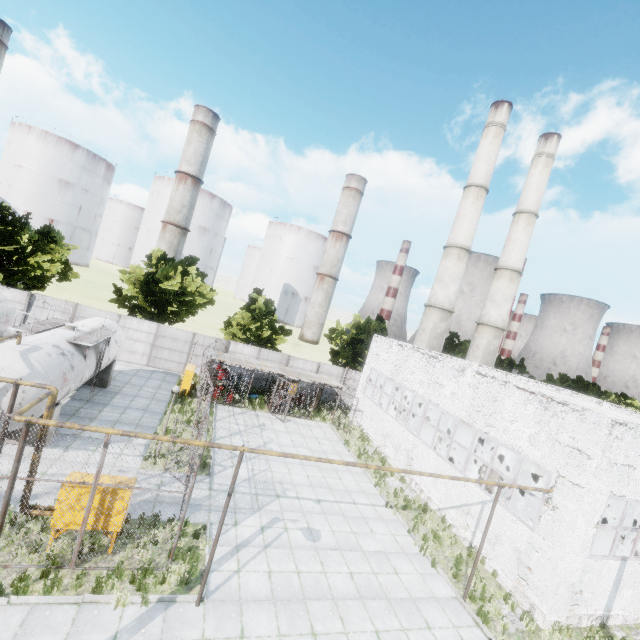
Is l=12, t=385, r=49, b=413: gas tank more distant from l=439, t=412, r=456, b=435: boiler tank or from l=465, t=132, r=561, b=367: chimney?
l=465, t=132, r=561, b=367: chimney

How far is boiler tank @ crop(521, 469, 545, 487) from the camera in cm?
1955

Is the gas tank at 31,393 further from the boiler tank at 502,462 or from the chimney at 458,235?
the chimney at 458,235

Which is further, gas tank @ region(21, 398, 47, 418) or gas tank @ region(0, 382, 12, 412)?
gas tank @ region(21, 398, 47, 418)

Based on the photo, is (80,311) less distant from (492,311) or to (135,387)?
(135,387)

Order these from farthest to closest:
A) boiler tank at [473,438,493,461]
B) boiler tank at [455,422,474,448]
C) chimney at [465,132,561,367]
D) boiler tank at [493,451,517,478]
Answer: chimney at [465,132,561,367]
boiler tank at [455,422,474,448]
boiler tank at [473,438,493,461]
boiler tank at [493,451,517,478]

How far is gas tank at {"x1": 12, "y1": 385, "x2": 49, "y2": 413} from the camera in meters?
11.3 m

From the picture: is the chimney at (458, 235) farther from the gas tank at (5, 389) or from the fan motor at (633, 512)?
the gas tank at (5, 389)
